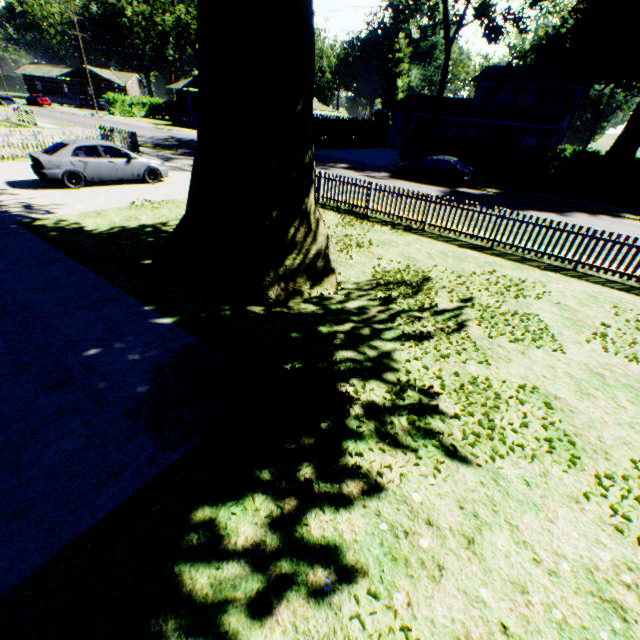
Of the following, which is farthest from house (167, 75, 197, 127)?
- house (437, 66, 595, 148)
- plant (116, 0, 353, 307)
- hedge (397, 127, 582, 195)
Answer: hedge (397, 127, 582, 195)

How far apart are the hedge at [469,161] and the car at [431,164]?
2.8 meters

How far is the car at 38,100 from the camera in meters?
50.7 m

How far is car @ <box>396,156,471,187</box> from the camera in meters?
21.0

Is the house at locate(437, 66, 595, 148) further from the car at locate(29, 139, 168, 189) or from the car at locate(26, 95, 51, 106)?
the car at locate(26, 95, 51, 106)

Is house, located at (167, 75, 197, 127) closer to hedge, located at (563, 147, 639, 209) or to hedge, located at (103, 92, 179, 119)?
hedge, located at (103, 92, 179, 119)

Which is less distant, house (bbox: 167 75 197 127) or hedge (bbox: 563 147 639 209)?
hedge (bbox: 563 147 639 209)

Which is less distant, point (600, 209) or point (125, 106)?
point (600, 209)
